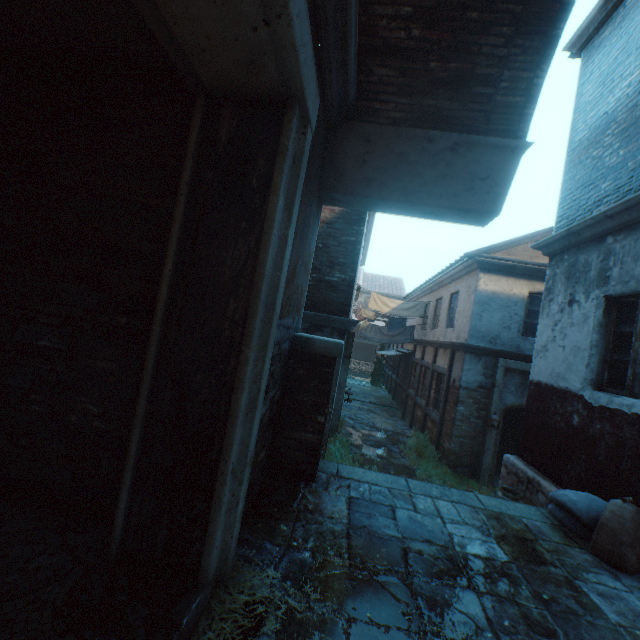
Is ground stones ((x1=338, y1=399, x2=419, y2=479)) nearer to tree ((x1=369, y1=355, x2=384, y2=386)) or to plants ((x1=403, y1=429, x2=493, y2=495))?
plants ((x1=403, y1=429, x2=493, y2=495))

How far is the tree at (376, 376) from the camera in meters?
26.5 m

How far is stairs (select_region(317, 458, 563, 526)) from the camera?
3.64m

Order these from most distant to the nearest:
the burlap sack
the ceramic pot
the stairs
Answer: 1. the ceramic pot
2. the stairs
3. the burlap sack

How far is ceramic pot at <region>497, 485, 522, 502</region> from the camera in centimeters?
512cm

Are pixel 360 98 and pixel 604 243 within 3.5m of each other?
no

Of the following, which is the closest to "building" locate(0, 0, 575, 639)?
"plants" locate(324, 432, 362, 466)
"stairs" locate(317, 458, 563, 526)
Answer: "stairs" locate(317, 458, 563, 526)

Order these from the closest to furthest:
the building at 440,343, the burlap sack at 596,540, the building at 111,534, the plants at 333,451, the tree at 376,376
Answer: the building at 111,534
the burlap sack at 596,540
the building at 440,343
the plants at 333,451
the tree at 376,376
